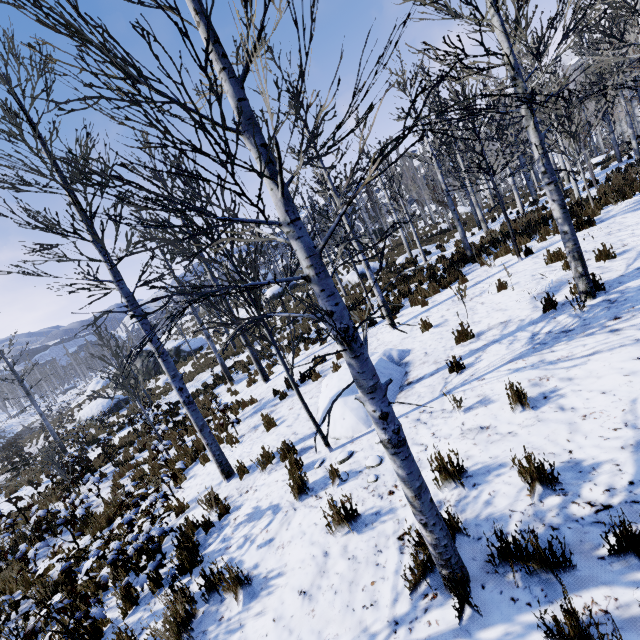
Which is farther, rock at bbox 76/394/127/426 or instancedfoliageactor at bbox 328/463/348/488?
rock at bbox 76/394/127/426

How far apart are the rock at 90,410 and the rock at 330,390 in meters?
23.7 m

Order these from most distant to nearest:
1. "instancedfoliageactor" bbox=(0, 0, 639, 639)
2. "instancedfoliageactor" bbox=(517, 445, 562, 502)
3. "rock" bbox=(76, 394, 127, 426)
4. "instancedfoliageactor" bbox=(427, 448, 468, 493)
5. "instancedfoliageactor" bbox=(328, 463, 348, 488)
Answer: "rock" bbox=(76, 394, 127, 426) → "instancedfoliageactor" bbox=(328, 463, 348, 488) → "instancedfoliageactor" bbox=(427, 448, 468, 493) → "instancedfoliageactor" bbox=(517, 445, 562, 502) → "instancedfoliageactor" bbox=(0, 0, 639, 639)

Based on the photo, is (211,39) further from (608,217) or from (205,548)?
(608,217)

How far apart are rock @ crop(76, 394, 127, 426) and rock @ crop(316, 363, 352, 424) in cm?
2366

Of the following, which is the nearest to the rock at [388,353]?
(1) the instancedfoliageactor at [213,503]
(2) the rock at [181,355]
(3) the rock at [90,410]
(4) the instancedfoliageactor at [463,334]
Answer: (4) the instancedfoliageactor at [463,334]

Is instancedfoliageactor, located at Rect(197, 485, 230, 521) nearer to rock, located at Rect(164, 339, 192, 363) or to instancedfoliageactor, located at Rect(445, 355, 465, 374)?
instancedfoliageactor, located at Rect(445, 355, 465, 374)

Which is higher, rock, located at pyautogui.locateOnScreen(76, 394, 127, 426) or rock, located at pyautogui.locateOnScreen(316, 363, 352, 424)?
rock, located at pyautogui.locateOnScreen(316, 363, 352, 424)
